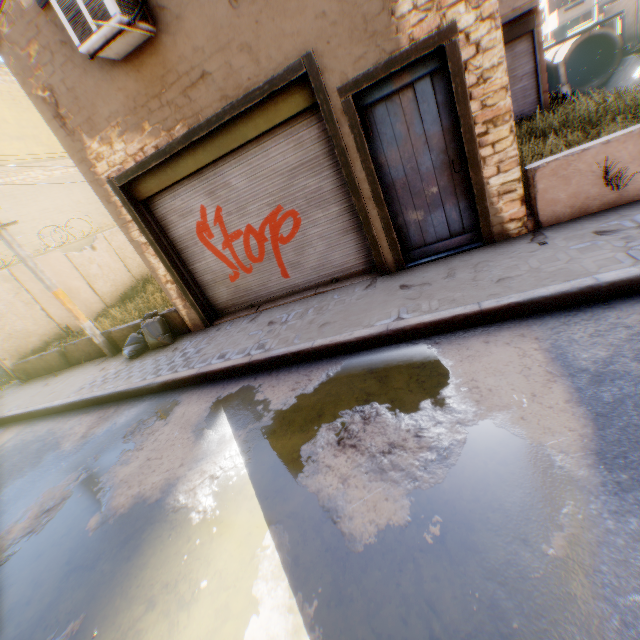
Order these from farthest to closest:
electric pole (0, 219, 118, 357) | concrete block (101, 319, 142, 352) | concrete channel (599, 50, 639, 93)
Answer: concrete channel (599, 50, 639, 93), concrete block (101, 319, 142, 352), electric pole (0, 219, 118, 357)

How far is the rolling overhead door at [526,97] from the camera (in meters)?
11.23

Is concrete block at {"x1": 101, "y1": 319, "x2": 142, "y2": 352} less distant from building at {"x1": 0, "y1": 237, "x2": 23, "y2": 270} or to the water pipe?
building at {"x1": 0, "y1": 237, "x2": 23, "y2": 270}

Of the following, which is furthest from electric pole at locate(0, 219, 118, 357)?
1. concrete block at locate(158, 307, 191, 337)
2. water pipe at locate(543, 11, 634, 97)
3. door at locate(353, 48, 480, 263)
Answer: water pipe at locate(543, 11, 634, 97)

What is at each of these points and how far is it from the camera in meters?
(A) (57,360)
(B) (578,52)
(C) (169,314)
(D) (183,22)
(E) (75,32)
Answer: (A) concrete block, 9.4
(B) water pipe, 28.4
(C) concrete block, 7.4
(D) building, 4.5
(E) air conditioner, 4.2

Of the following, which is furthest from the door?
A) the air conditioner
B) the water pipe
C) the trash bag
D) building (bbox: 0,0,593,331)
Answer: the water pipe

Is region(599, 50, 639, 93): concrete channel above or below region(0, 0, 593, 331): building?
below

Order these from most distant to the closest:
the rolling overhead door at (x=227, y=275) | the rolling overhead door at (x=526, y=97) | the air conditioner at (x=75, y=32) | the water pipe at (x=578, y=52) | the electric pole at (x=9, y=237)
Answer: the water pipe at (x=578, y=52)
the rolling overhead door at (x=526, y=97)
the electric pole at (x=9, y=237)
the rolling overhead door at (x=227, y=275)
the air conditioner at (x=75, y=32)
